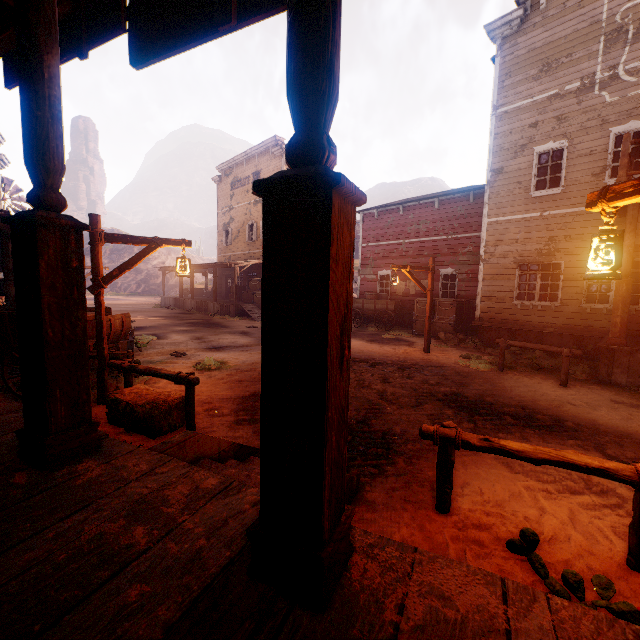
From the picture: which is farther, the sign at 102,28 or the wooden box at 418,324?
the wooden box at 418,324

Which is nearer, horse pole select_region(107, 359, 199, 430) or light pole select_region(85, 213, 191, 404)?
horse pole select_region(107, 359, 199, 430)

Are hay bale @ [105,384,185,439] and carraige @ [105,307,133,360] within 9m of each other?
yes

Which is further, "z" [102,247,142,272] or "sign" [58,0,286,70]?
"z" [102,247,142,272]

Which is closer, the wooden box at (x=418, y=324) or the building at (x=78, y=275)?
the building at (x=78, y=275)

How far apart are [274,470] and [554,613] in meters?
1.2 m

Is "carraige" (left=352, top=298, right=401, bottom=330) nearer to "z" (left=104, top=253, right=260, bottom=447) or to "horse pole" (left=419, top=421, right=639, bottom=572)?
"z" (left=104, top=253, right=260, bottom=447)

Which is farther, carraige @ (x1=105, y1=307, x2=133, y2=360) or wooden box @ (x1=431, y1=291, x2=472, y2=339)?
wooden box @ (x1=431, y1=291, x2=472, y2=339)
